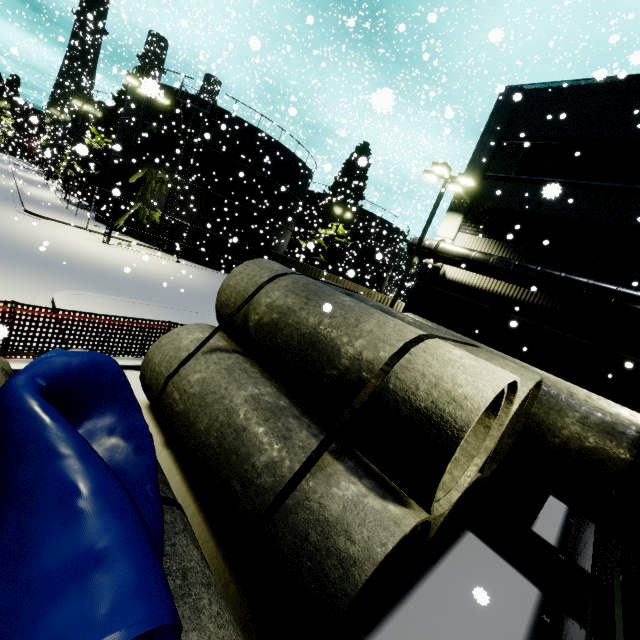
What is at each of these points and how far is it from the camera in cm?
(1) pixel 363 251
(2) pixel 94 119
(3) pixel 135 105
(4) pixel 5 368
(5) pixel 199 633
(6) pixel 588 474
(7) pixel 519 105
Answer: (1) silo, 4169
(2) silo, 3991
(3) silo, 2611
(4) concrete pipe stack, 366
(5) concrete pipe stack, 189
(6) concrete pipe, 584
(7) building, 1505

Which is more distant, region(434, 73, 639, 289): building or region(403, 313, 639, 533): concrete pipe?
region(434, 73, 639, 289): building

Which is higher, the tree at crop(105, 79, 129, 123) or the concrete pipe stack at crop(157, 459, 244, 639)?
the tree at crop(105, 79, 129, 123)

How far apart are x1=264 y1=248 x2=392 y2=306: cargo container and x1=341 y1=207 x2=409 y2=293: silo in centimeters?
2004cm

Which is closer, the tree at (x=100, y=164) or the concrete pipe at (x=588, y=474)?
the concrete pipe at (x=588, y=474)

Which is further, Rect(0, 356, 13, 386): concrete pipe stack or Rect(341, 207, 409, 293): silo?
Rect(341, 207, 409, 293): silo

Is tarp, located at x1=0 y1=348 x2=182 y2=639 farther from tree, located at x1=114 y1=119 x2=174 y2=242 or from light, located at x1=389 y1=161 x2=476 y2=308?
light, located at x1=389 y1=161 x2=476 y2=308

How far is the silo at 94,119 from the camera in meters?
39.2
